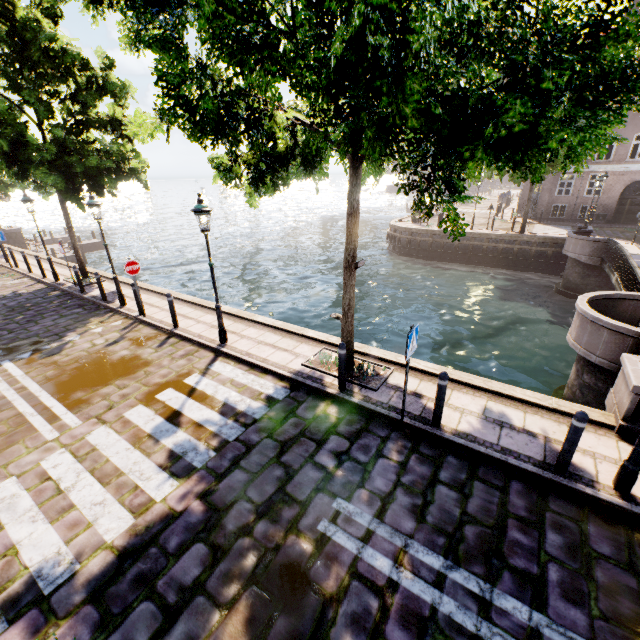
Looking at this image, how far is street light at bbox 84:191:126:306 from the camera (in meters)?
10.26

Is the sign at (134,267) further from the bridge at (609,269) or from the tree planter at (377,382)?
the bridge at (609,269)

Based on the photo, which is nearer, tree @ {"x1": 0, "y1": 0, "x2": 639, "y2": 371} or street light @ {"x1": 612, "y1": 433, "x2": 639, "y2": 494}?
tree @ {"x1": 0, "y1": 0, "x2": 639, "y2": 371}

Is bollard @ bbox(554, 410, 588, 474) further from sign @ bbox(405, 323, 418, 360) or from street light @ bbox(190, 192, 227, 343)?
sign @ bbox(405, 323, 418, 360)

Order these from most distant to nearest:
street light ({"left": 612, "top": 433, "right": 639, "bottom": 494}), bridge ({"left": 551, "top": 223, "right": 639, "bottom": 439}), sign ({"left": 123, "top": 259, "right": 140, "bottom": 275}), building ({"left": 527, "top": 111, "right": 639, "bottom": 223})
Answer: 1. building ({"left": 527, "top": 111, "right": 639, "bottom": 223})
2. sign ({"left": 123, "top": 259, "right": 140, "bottom": 275})
3. bridge ({"left": 551, "top": 223, "right": 639, "bottom": 439})
4. street light ({"left": 612, "top": 433, "right": 639, "bottom": 494})

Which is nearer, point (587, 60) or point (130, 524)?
point (587, 60)

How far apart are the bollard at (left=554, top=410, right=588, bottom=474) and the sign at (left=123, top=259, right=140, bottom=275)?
11.4 meters

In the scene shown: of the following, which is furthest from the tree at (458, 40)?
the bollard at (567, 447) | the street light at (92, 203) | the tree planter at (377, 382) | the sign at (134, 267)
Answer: the sign at (134, 267)
